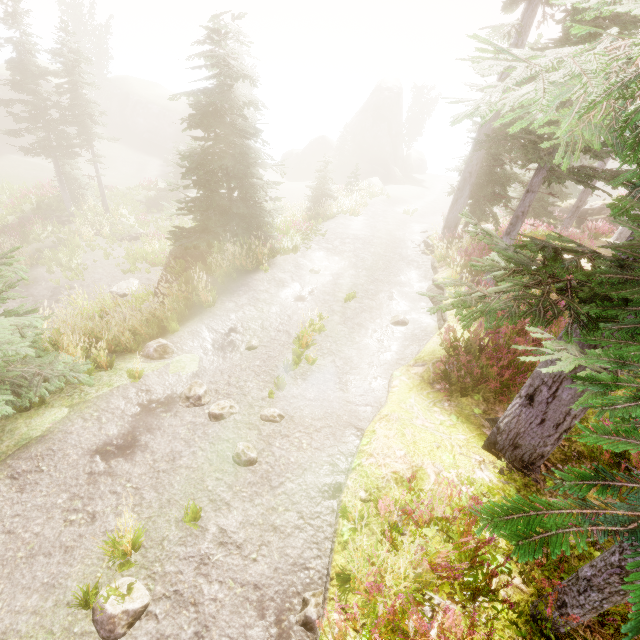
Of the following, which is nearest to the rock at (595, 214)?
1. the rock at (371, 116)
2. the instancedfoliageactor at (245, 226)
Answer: the instancedfoliageactor at (245, 226)

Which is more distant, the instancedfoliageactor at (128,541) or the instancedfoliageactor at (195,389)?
the instancedfoliageactor at (195,389)

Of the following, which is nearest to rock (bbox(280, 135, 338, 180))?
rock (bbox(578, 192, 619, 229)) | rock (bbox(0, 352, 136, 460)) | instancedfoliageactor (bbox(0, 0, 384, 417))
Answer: instancedfoliageactor (bbox(0, 0, 384, 417))

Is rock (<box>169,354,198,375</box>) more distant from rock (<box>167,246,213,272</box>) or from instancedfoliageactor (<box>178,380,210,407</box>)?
rock (<box>167,246,213,272</box>)

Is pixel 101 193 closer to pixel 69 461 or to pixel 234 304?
pixel 234 304

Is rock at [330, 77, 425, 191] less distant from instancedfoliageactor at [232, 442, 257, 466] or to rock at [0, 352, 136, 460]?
instancedfoliageactor at [232, 442, 257, 466]

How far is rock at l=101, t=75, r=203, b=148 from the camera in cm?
4188

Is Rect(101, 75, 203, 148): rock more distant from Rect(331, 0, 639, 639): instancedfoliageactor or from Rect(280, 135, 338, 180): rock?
Rect(280, 135, 338, 180): rock
